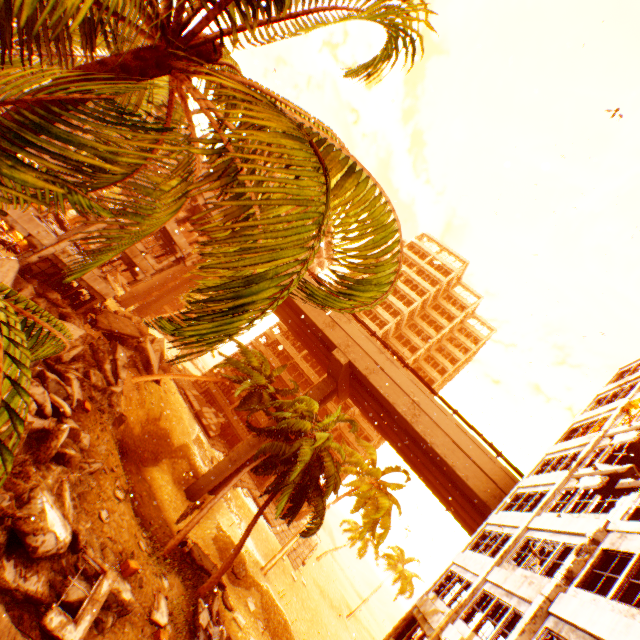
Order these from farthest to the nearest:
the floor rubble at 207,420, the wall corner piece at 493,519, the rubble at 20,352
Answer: the floor rubble at 207,420
the wall corner piece at 493,519
the rubble at 20,352

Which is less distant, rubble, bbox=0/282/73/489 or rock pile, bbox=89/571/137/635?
rubble, bbox=0/282/73/489

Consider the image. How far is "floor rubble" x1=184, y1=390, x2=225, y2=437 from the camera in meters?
39.6 m

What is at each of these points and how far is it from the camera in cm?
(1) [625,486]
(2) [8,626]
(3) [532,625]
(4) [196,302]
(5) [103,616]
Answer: (1) floor rubble, 1181
(2) floor rubble, 722
(3) pillar, 950
(4) rubble, 230
(5) rock pile, 1027

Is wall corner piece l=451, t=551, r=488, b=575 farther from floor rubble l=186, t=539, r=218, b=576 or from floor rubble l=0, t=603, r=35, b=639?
floor rubble l=186, t=539, r=218, b=576

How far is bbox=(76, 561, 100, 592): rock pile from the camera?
9.9m

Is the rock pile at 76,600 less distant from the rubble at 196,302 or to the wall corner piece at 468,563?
the rubble at 196,302

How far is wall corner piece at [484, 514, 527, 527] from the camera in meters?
15.7 m
